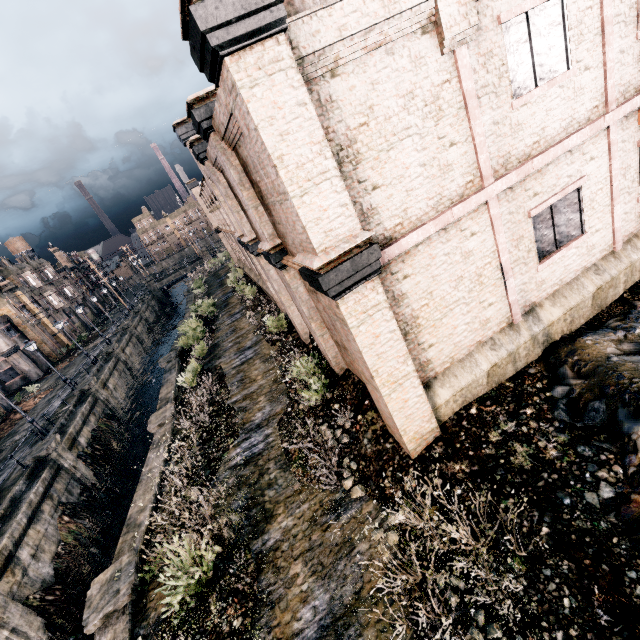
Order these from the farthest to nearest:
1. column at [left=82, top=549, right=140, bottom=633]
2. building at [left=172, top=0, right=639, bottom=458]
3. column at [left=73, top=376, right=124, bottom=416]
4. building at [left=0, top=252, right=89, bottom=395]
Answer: A:
1. building at [left=0, top=252, right=89, bottom=395]
2. column at [left=73, top=376, right=124, bottom=416]
3. column at [left=82, top=549, right=140, bottom=633]
4. building at [left=172, top=0, right=639, bottom=458]

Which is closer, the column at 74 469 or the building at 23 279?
the column at 74 469

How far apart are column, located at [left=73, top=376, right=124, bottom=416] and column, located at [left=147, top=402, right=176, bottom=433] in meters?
13.8

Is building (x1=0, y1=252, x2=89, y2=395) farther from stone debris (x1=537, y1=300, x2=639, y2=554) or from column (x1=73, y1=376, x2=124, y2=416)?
stone debris (x1=537, y1=300, x2=639, y2=554)

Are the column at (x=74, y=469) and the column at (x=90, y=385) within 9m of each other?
yes

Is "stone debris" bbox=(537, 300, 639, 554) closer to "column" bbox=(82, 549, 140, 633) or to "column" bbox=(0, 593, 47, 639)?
"column" bbox=(82, 549, 140, 633)

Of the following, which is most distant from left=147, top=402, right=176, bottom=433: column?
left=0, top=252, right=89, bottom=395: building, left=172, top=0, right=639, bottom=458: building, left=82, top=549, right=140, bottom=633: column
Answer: left=0, top=252, right=89, bottom=395: building

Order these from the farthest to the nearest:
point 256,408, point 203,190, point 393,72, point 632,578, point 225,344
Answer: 1. point 203,190
2. point 225,344
3. point 256,408
4. point 393,72
5. point 632,578
